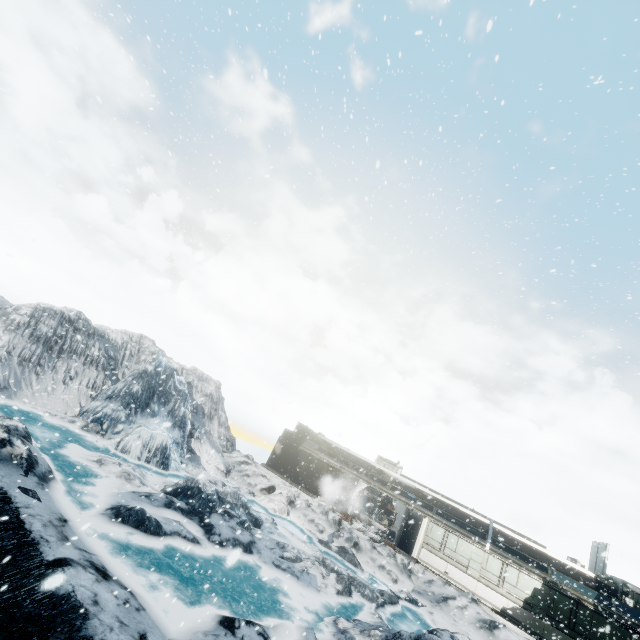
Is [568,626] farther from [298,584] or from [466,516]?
[298,584]
